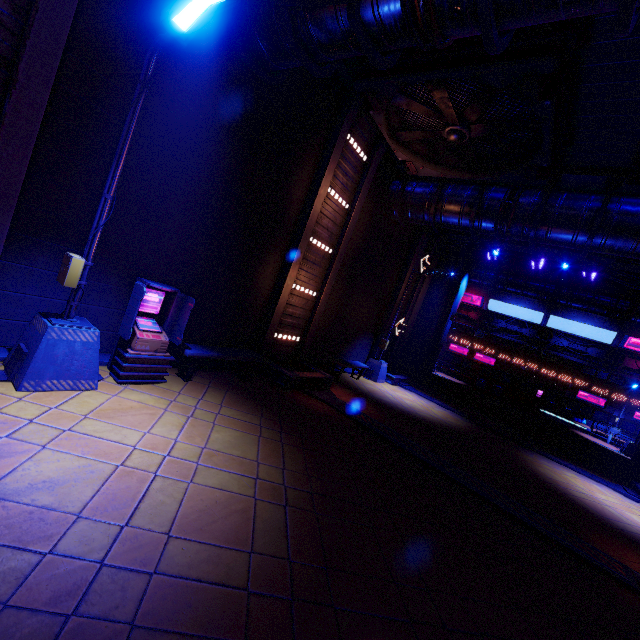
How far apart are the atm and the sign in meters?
45.6

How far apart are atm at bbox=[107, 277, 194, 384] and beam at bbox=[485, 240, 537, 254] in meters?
16.2

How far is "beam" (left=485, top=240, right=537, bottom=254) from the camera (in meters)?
16.30

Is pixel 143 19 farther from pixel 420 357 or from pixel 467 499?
pixel 420 357

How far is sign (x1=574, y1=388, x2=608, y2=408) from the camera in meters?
36.0

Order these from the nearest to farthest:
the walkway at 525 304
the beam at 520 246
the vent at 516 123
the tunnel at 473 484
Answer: the vent at 516 123 < the tunnel at 473 484 < the beam at 520 246 < the walkway at 525 304

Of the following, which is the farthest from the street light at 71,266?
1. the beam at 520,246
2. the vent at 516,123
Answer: the beam at 520,246

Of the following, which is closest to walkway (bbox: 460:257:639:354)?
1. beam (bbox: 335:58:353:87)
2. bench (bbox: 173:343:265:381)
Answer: beam (bbox: 335:58:353:87)
